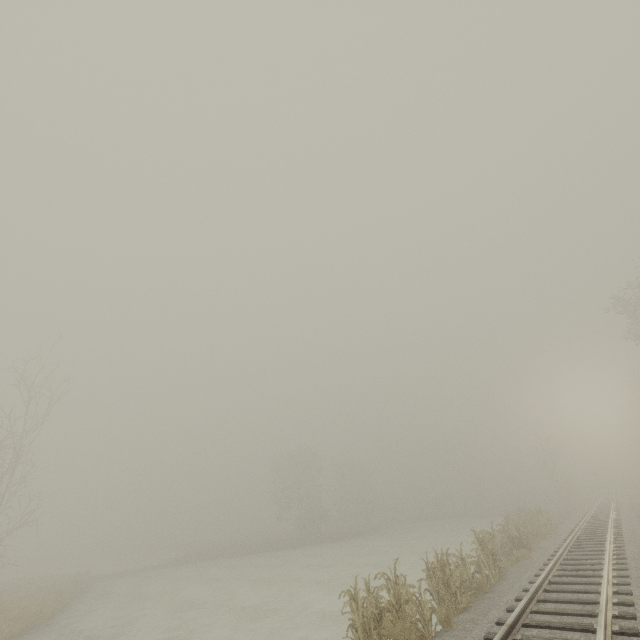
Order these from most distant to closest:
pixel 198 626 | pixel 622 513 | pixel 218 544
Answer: pixel 218 544, pixel 622 513, pixel 198 626
